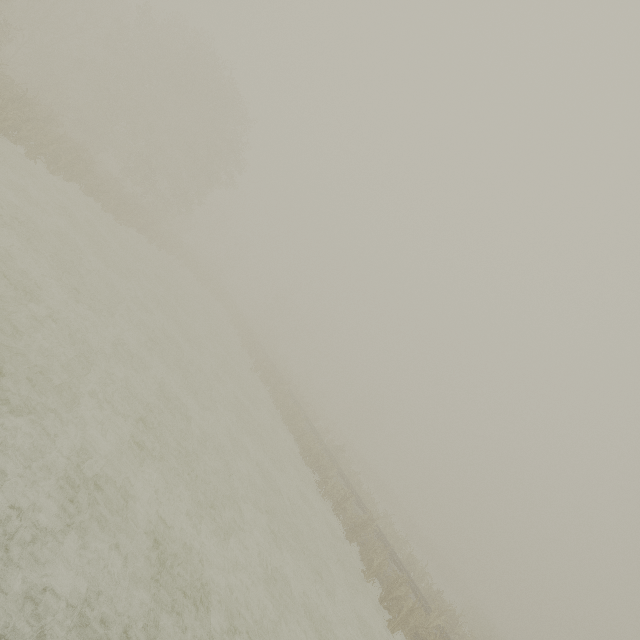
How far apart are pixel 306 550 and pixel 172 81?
33.8m
